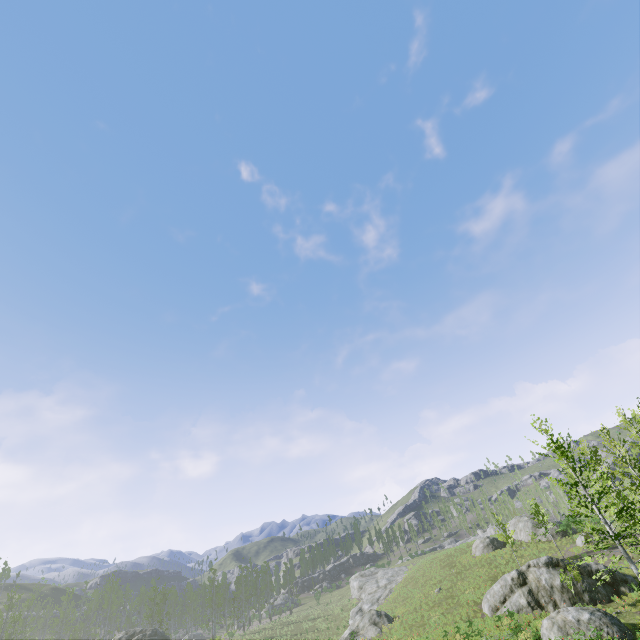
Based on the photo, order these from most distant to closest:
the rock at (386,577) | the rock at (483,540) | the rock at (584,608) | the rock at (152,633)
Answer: the rock at (483,540) → the rock at (152,633) → the rock at (386,577) → the rock at (584,608)

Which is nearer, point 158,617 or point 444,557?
point 444,557

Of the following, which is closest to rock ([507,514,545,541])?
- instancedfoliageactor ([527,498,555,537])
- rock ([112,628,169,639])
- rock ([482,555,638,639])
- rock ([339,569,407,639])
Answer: instancedfoliageactor ([527,498,555,537])

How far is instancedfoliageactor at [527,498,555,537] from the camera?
31.82m

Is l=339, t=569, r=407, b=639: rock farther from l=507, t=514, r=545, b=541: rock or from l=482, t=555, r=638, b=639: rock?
l=507, t=514, r=545, b=541: rock

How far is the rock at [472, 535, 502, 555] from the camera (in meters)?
40.09

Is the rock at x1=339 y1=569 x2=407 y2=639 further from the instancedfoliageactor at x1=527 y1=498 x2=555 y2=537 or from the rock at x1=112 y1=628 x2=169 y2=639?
the rock at x1=112 y1=628 x2=169 y2=639

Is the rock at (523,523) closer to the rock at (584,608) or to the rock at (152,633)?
the rock at (584,608)
